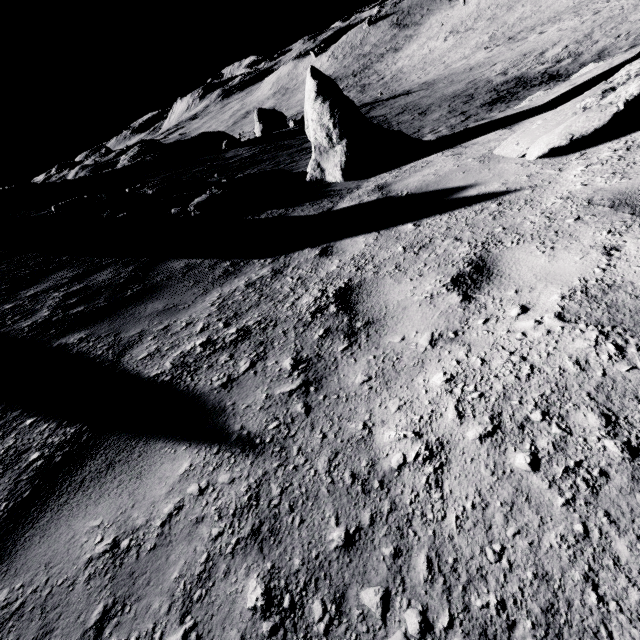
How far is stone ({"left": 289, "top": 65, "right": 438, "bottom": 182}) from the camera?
7.7m

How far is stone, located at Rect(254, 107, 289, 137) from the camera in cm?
3347

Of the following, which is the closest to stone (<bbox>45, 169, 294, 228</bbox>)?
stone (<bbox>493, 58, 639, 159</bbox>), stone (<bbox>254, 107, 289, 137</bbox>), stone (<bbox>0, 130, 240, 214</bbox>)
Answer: stone (<bbox>493, 58, 639, 159</bbox>)

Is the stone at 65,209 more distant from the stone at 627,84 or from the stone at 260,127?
the stone at 260,127

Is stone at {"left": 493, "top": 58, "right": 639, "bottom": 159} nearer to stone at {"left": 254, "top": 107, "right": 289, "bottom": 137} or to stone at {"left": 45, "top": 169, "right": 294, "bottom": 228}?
stone at {"left": 45, "top": 169, "right": 294, "bottom": 228}

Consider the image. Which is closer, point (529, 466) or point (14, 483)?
point (529, 466)

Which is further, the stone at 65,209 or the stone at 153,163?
the stone at 153,163

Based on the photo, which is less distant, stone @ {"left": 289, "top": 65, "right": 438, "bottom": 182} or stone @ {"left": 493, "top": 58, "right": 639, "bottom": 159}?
stone @ {"left": 493, "top": 58, "right": 639, "bottom": 159}
